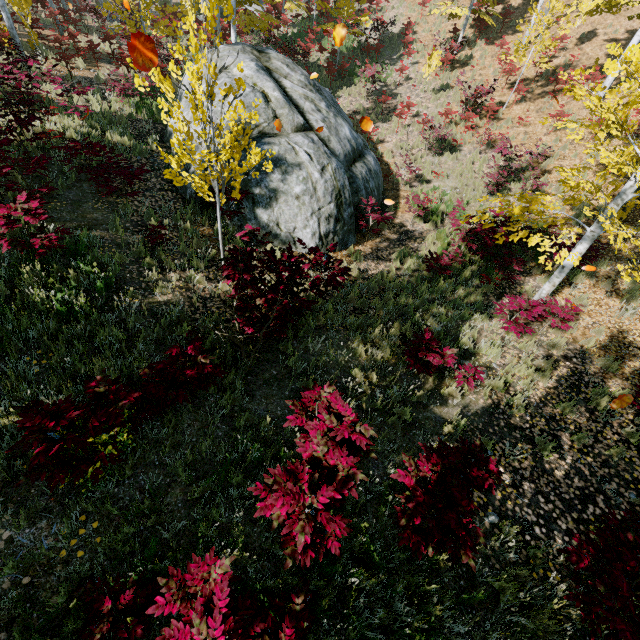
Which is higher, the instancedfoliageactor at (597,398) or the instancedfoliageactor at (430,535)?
the instancedfoliageactor at (430,535)

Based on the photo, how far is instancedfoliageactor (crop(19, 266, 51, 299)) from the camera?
4.66m

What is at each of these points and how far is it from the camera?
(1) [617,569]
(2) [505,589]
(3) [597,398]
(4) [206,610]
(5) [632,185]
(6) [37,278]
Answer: (1) instancedfoliageactor, 3.37m
(2) instancedfoliageactor, 3.56m
(3) instancedfoliageactor, 6.09m
(4) instancedfoliageactor, 2.36m
(5) instancedfoliageactor, 5.97m
(6) instancedfoliageactor, 4.80m

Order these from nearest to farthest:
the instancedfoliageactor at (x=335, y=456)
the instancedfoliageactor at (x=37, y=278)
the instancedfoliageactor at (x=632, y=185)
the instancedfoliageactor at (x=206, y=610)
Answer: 1. the instancedfoliageactor at (x=206, y=610)
2. the instancedfoliageactor at (x=335, y=456)
3. the instancedfoliageactor at (x=37, y=278)
4. the instancedfoliageactor at (x=632, y=185)

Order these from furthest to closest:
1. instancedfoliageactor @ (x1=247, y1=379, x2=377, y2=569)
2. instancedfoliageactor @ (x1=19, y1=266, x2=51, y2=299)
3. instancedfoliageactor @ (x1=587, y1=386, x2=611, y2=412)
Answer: instancedfoliageactor @ (x1=587, y1=386, x2=611, y2=412) → instancedfoliageactor @ (x1=19, y1=266, x2=51, y2=299) → instancedfoliageactor @ (x1=247, y1=379, x2=377, y2=569)

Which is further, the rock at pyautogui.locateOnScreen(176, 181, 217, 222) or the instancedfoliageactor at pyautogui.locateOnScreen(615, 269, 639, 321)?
the rock at pyautogui.locateOnScreen(176, 181, 217, 222)

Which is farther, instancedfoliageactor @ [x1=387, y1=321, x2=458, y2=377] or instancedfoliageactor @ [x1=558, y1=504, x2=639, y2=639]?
instancedfoliageactor @ [x1=387, y1=321, x2=458, y2=377]
